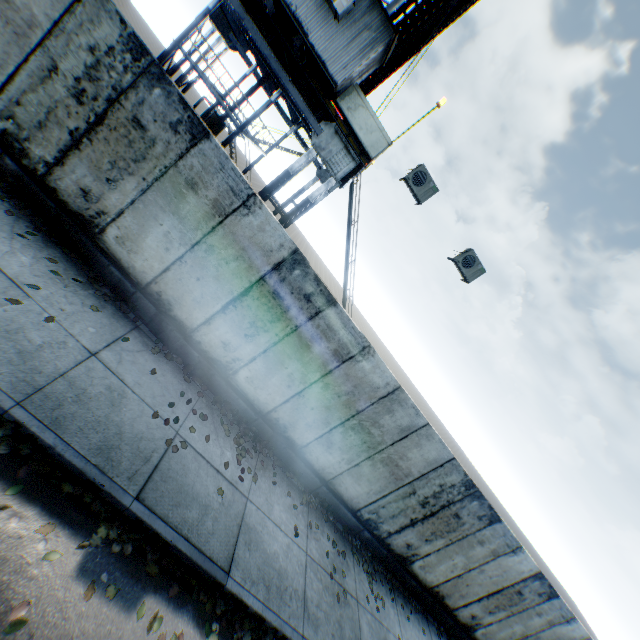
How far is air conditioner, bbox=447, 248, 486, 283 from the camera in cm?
920

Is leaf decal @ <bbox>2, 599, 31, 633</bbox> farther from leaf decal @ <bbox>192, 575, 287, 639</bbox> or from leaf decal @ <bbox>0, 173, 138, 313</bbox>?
leaf decal @ <bbox>0, 173, 138, 313</bbox>

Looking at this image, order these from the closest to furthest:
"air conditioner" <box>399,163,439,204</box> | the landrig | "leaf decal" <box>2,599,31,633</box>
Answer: "leaf decal" <box>2,599,31,633</box>, the landrig, "air conditioner" <box>399,163,439,204</box>

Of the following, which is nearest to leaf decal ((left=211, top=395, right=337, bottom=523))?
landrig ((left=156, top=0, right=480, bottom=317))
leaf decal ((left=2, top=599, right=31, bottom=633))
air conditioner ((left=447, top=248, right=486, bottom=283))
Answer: leaf decal ((left=2, top=599, right=31, bottom=633))

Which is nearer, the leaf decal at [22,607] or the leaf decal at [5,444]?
the leaf decal at [22,607]

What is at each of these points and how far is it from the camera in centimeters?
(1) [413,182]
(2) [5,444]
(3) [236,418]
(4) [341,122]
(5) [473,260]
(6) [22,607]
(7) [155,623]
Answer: (1) air conditioner, 856cm
(2) leaf decal, 368cm
(3) leaf decal, 716cm
(4) landrig, 957cm
(5) air conditioner, 923cm
(6) leaf decal, 306cm
(7) leaf decal, 387cm

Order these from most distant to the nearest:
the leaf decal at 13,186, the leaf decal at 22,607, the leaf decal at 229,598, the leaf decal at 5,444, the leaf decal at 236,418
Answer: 1. the leaf decal at 236,418
2. the leaf decal at 13,186
3. the leaf decal at 229,598
4. the leaf decal at 5,444
5. the leaf decal at 22,607

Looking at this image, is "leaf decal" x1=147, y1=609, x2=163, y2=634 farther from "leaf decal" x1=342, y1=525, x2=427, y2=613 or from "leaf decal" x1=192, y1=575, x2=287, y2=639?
"leaf decal" x1=342, y1=525, x2=427, y2=613
